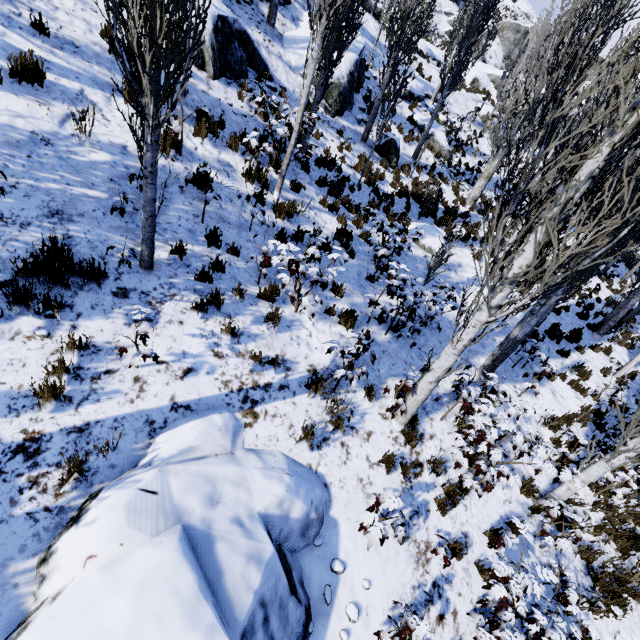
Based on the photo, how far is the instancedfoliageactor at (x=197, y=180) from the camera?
5.2m

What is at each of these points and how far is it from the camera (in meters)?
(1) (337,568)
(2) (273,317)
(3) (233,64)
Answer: (1) instancedfoliageactor, 3.99
(2) instancedfoliageactor, 5.41
(3) rock, 8.62

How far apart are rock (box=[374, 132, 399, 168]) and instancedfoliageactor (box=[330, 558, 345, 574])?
14.1 meters

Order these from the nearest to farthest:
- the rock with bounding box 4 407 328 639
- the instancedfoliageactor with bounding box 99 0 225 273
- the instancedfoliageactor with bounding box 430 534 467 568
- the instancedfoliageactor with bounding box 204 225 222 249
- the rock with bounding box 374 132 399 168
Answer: the rock with bounding box 4 407 328 639 < the instancedfoliageactor with bounding box 99 0 225 273 < the instancedfoliageactor with bounding box 430 534 467 568 < the instancedfoliageactor with bounding box 204 225 222 249 < the rock with bounding box 374 132 399 168

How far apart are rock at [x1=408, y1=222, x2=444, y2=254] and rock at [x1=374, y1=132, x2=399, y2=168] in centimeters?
342cm

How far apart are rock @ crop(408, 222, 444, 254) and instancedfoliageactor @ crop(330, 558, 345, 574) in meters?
9.7

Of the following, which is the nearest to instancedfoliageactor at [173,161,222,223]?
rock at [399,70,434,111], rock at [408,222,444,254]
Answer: rock at [399,70,434,111]

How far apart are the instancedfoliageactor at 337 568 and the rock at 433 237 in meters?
9.7 m
